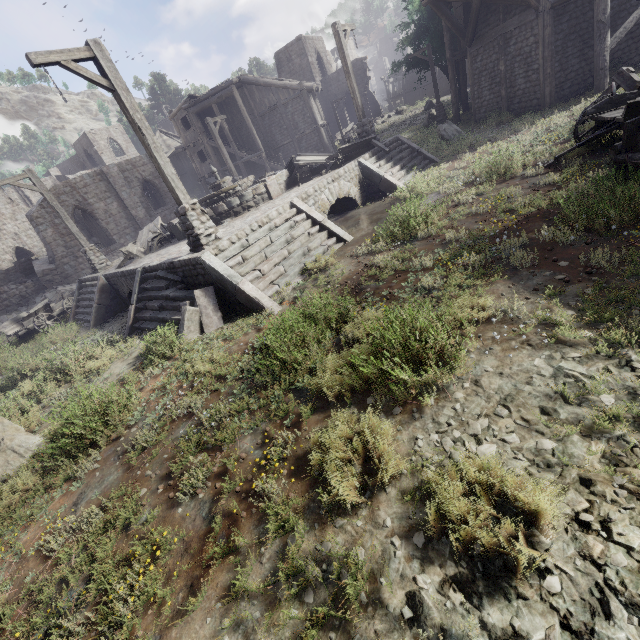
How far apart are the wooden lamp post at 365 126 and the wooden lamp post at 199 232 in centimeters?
912cm

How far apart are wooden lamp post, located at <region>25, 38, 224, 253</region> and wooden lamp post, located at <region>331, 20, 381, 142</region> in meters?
9.1

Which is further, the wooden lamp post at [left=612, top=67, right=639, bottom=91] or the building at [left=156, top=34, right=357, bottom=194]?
the building at [left=156, top=34, right=357, bottom=194]

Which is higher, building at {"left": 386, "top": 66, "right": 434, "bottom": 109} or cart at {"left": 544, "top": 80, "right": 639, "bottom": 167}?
building at {"left": 386, "top": 66, "right": 434, "bottom": 109}

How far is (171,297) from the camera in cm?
872

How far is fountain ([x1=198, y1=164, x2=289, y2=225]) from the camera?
12.48m

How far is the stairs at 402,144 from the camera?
12.4m

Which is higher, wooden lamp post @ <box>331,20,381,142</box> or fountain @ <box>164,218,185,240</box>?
wooden lamp post @ <box>331,20,381,142</box>
